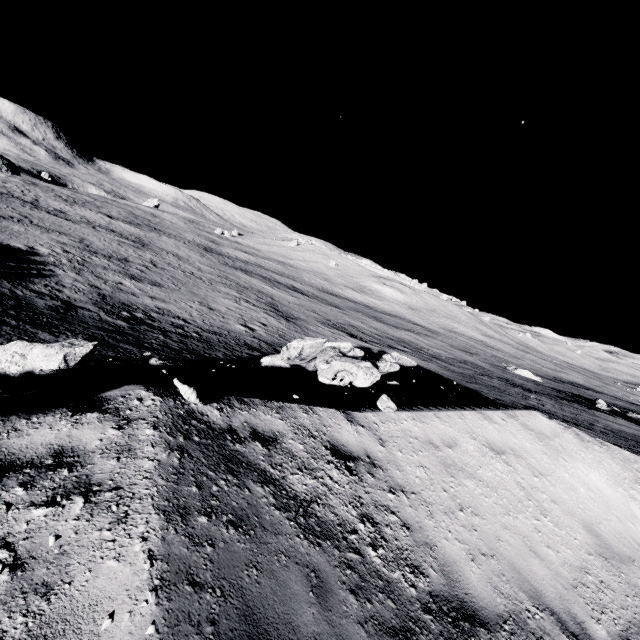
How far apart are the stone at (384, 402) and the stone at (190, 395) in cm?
370

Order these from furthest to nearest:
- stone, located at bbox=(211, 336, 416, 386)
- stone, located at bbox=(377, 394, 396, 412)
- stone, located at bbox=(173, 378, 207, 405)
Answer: stone, located at bbox=(211, 336, 416, 386) → stone, located at bbox=(377, 394, 396, 412) → stone, located at bbox=(173, 378, 207, 405)

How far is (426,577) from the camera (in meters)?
3.88

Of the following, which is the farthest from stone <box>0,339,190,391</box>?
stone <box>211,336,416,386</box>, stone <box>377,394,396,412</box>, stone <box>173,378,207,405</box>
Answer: stone <box>377,394,396,412</box>

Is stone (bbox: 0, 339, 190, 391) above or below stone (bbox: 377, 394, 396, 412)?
below

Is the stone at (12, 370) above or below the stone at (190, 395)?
below

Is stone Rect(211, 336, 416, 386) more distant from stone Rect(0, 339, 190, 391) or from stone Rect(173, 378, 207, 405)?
stone Rect(173, 378, 207, 405)

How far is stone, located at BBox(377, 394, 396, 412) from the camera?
6.8 meters
